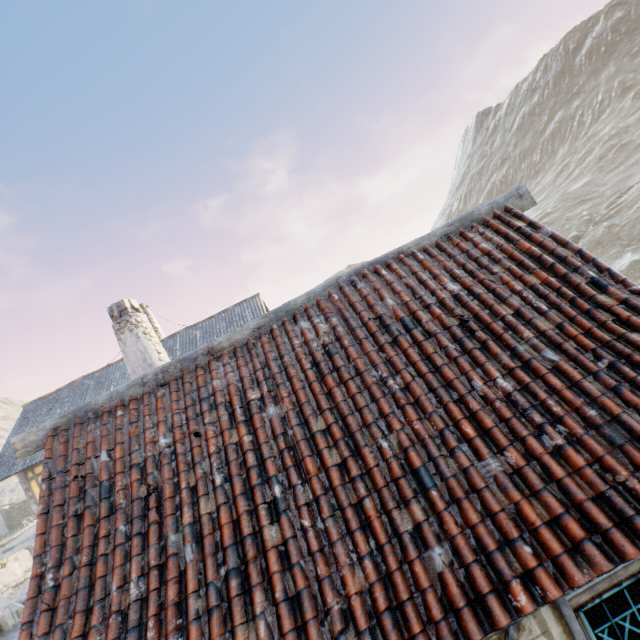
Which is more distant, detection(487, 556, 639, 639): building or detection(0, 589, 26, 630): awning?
detection(0, 589, 26, 630): awning

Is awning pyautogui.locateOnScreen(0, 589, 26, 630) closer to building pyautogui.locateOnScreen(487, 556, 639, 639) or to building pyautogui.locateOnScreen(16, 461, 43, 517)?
building pyautogui.locateOnScreen(16, 461, 43, 517)

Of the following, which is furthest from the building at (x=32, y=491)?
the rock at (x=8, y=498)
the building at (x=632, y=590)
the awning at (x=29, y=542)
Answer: the building at (x=632, y=590)

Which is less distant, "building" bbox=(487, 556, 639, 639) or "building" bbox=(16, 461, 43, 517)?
"building" bbox=(487, 556, 639, 639)

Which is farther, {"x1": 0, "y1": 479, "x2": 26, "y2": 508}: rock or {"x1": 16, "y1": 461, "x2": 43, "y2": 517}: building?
{"x1": 0, "y1": 479, "x2": 26, "y2": 508}: rock

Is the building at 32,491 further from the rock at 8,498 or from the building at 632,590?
the building at 632,590

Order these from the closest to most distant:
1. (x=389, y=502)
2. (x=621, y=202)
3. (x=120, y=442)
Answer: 1. (x=389, y=502)
2. (x=120, y=442)
3. (x=621, y=202)

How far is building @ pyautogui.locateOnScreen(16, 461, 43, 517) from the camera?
14.0 meters
